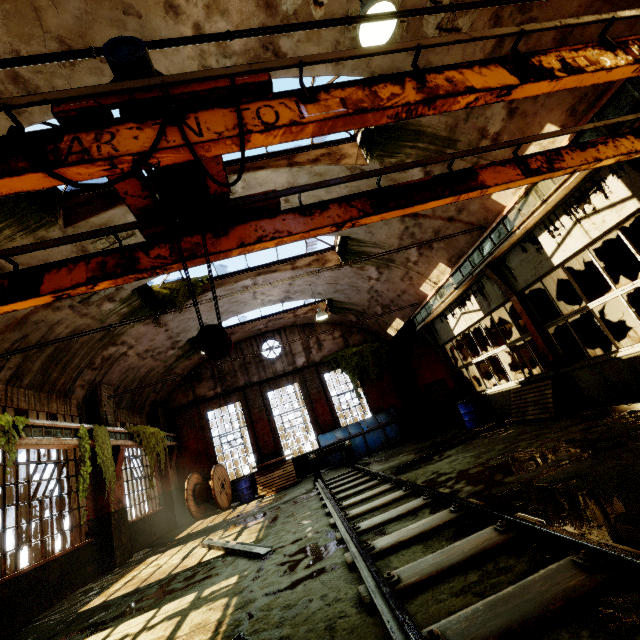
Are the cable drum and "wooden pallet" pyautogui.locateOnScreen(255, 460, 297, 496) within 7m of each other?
yes

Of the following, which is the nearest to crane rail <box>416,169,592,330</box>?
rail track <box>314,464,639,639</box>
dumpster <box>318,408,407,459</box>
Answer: dumpster <box>318,408,407,459</box>

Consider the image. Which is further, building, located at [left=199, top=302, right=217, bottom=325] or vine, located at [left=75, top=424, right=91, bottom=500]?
building, located at [left=199, top=302, right=217, bottom=325]

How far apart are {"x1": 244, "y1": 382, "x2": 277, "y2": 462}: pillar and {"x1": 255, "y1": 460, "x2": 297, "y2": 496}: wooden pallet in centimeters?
153cm

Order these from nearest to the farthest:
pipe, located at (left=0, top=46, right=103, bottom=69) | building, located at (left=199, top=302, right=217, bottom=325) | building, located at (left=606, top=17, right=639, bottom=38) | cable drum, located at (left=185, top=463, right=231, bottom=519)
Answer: pipe, located at (left=0, top=46, right=103, bottom=69) → building, located at (left=606, top=17, right=639, bottom=38) → building, located at (left=199, top=302, right=217, bottom=325) → cable drum, located at (left=185, top=463, right=231, bottom=519)

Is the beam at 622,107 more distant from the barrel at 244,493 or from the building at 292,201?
the barrel at 244,493

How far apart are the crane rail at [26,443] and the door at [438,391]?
15.23m

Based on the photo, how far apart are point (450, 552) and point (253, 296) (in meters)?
11.89
